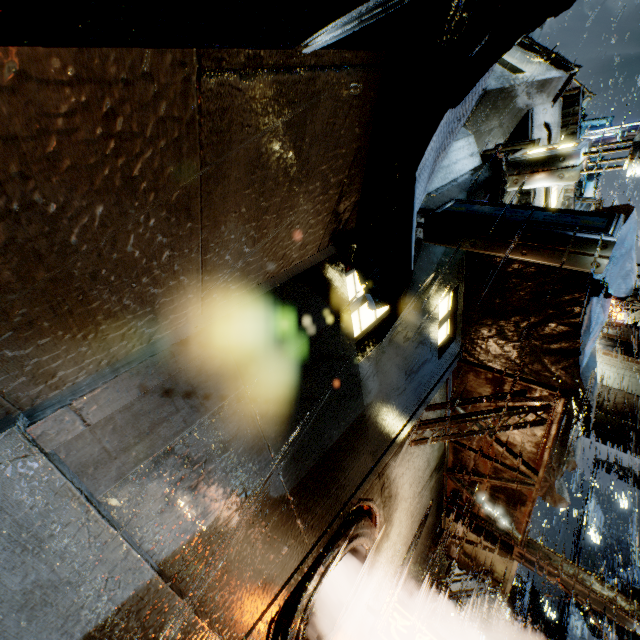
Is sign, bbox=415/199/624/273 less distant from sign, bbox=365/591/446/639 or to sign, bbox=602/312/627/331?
sign, bbox=365/591/446/639

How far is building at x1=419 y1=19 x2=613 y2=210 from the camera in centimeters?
516cm

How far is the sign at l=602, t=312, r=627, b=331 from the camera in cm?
1189

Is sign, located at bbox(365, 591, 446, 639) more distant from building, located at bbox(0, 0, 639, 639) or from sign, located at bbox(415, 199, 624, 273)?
sign, located at bbox(415, 199, 624, 273)

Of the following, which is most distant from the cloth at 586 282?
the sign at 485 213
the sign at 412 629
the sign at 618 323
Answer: the sign at 618 323

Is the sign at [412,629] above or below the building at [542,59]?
below

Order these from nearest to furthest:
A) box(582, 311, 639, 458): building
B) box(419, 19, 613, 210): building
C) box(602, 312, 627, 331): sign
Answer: box(419, 19, 613, 210): building → box(602, 312, 627, 331): sign → box(582, 311, 639, 458): building

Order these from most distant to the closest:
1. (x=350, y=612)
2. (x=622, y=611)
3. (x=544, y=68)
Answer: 1. (x=544, y=68)
2. (x=622, y=611)
3. (x=350, y=612)
